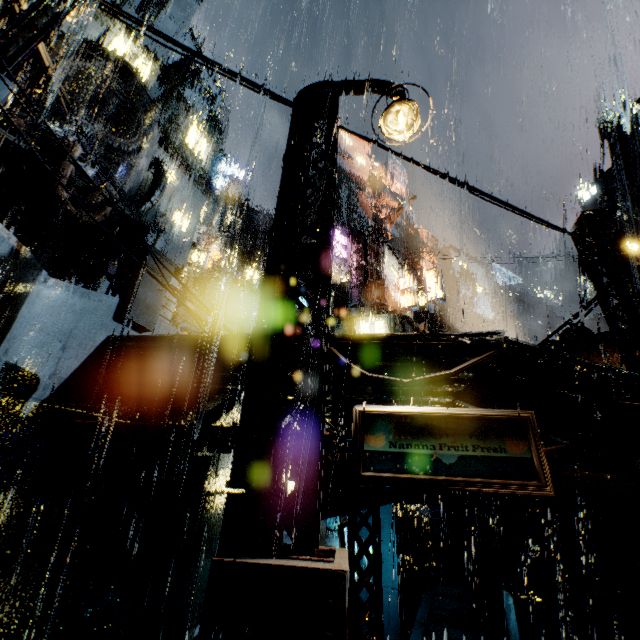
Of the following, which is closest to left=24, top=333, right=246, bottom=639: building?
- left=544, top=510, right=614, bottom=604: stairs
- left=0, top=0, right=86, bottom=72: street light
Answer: left=544, top=510, right=614, bottom=604: stairs

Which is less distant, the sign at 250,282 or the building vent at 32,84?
the building vent at 32,84

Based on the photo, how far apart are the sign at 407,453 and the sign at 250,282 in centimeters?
1975cm

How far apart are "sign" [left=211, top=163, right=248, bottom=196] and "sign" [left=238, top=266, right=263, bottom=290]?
9.0 meters

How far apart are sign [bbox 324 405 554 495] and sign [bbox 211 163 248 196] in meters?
28.7 m

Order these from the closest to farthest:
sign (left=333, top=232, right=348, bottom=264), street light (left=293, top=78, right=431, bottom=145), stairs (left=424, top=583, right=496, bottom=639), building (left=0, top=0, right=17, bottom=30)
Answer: street light (left=293, top=78, right=431, bottom=145)
building (left=0, top=0, right=17, bottom=30)
stairs (left=424, top=583, right=496, bottom=639)
sign (left=333, top=232, right=348, bottom=264)

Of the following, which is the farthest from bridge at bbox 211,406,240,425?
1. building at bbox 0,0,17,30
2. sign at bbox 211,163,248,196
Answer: sign at bbox 211,163,248,196

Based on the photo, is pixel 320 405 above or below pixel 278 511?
above
